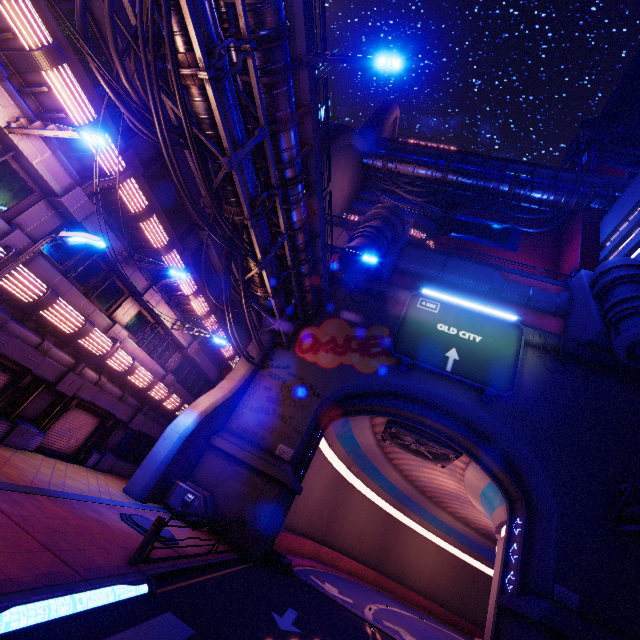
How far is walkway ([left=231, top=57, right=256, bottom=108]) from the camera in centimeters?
1089cm

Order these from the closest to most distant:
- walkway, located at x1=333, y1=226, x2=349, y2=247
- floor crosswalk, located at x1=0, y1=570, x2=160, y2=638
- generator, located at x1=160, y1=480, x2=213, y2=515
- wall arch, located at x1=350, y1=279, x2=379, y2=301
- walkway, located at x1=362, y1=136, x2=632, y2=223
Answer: floor crosswalk, located at x1=0, y1=570, x2=160, y2=638 → generator, located at x1=160, y1=480, x2=213, y2=515 → wall arch, located at x1=350, y1=279, x2=379, y2=301 → walkway, located at x1=333, y1=226, x2=349, y2=247 → walkway, located at x1=362, y1=136, x2=632, y2=223

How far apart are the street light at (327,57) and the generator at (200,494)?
18.8 meters

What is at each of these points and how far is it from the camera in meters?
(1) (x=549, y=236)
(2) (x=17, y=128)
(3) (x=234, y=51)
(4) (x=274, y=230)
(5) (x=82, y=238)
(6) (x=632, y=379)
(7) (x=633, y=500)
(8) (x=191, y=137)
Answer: (1) building, 41.1 m
(2) street light, 8.5 m
(3) walkway, 11.5 m
(4) walkway, 18.2 m
(5) street light, 9.3 m
(6) wall arch, 19.4 m
(7) wall arch, 16.0 m
(8) cable, 9.5 m

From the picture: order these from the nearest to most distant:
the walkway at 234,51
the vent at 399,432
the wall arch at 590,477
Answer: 1. the walkway at 234,51
2. the wall arch at 590,477
3. the vent at 399,432

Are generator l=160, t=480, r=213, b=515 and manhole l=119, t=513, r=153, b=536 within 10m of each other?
yes

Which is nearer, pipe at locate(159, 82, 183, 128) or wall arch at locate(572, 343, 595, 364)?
pipe at locate(159, 82, 183, 128)

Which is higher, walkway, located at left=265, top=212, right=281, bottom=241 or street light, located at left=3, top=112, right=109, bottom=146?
walkway, located at left=265, top=212, right=281, bottom=241
